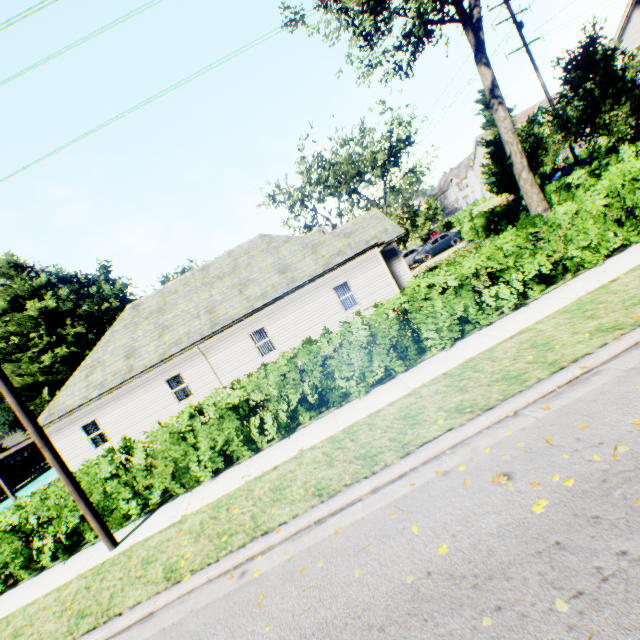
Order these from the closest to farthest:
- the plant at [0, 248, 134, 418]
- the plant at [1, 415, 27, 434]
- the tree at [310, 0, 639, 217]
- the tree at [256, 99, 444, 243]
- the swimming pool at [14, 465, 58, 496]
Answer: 1. the tree at [310, 0, 639, 217]
2. the swimming pool at [14, 465, 58, 496]
3. the tree at [256, 99, 444, 243]
4. the plant at [1, 415, 27, 434]
5. the plant at [0, 248, 134, 418]

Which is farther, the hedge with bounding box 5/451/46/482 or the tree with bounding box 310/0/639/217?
the hedge with bounding box 5/451/46/482

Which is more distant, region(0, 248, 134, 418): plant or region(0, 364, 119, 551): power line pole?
region(0, 248, 134, 418): plant

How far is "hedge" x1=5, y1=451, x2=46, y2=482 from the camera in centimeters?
3984cm

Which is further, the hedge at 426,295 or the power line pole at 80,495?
the hedge at 426,295

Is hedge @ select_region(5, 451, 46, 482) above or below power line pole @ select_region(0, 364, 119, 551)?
above

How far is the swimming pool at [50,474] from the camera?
29.4 meters

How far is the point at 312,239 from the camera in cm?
1878
